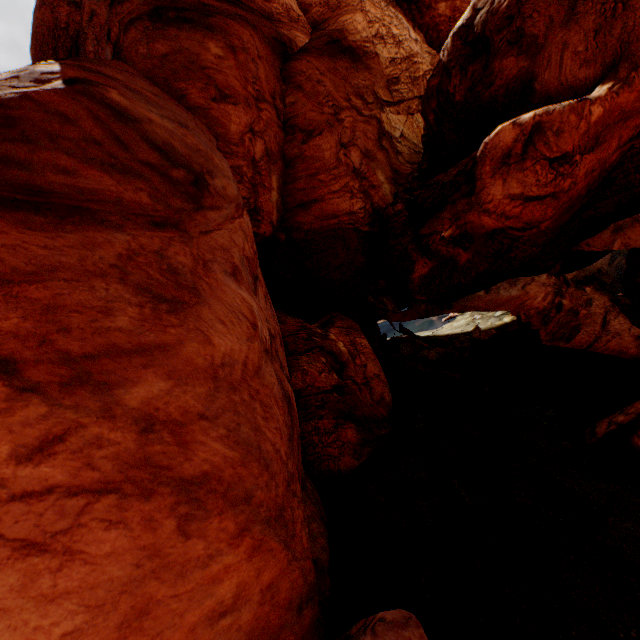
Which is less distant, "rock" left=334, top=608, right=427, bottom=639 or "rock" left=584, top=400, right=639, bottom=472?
"rock" left=334, top=608, right=427, bottom=639

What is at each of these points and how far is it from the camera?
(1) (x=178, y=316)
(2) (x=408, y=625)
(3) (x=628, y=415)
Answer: (1) rock, 7.1 meters
(2) rock, 6.9 meters
(3) rock, 10.9 meters

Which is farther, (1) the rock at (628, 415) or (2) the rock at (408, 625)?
(1) the rock at (628, 415)

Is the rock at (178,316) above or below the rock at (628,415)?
above

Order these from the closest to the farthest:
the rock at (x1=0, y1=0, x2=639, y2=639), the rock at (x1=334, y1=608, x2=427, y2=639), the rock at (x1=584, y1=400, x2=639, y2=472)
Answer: the rock at (x1=0, y1=0, x2=639, y2=639), the rock at (x1=334, y1=608, x2=427, y2=639), the rock at (x1=584, y1=400, x2=639, y2=472)

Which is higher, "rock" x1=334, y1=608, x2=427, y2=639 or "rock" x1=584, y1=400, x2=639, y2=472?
"rock" x1=334, y1=608, x2=427, y2=639
